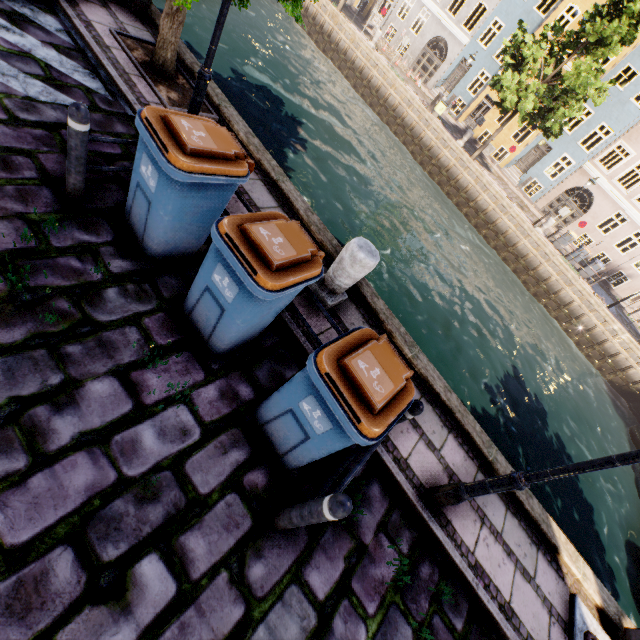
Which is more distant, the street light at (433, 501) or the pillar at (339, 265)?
the pillar at (339, 265)

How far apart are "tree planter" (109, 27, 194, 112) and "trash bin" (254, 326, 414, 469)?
5.0 meters

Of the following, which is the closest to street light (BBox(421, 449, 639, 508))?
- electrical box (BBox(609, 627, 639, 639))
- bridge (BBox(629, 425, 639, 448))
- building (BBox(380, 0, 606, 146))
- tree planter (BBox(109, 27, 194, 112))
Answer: tree planter (BBox(109, 27, 194, 112))

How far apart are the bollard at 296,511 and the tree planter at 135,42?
6.1 meters

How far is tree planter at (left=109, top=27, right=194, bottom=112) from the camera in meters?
5.4

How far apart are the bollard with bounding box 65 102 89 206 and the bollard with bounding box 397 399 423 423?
4.1 meters

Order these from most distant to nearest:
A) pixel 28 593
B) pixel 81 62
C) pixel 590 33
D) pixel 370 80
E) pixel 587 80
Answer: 1. pixel 370 80
2. pixel 590 33
3. pixel 587 80
4. pixel 81 62
5. pixel 28 593

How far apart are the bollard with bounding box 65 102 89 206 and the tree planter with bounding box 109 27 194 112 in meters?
2.7
